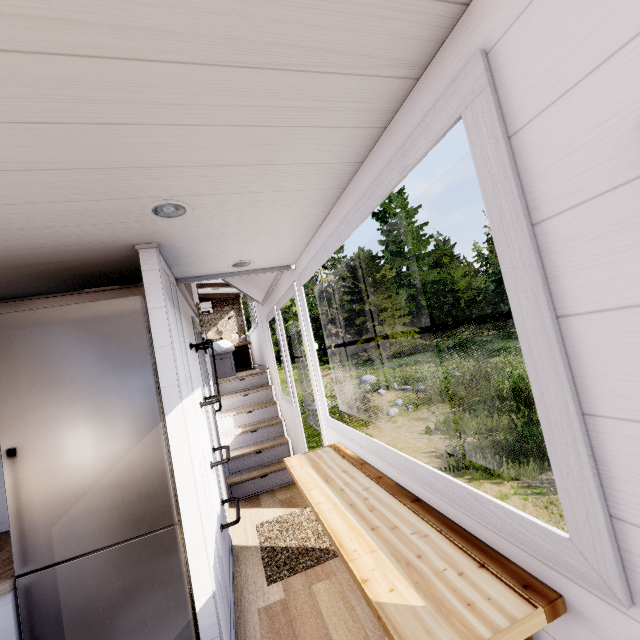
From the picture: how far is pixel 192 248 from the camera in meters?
2.0 m

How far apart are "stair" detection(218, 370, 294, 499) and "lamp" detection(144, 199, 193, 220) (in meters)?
3.85

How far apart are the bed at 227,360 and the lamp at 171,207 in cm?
538

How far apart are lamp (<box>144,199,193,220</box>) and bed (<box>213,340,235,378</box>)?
5.4 meters

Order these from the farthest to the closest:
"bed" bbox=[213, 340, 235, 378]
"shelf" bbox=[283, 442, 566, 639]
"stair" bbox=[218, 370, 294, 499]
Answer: "bed" bbox=[213, 340, 235, 378]
"stair" bbox=[218, 370, 294, 499]
"shelf" bbox=[283, 442, 566, 639]

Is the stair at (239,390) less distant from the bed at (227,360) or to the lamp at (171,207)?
the bed at (227,360)

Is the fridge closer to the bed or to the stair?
the stair
